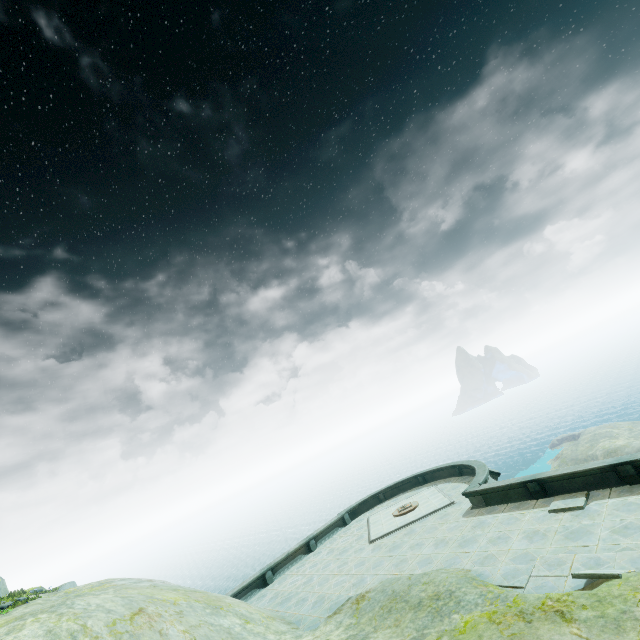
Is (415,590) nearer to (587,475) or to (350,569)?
(350,569)
